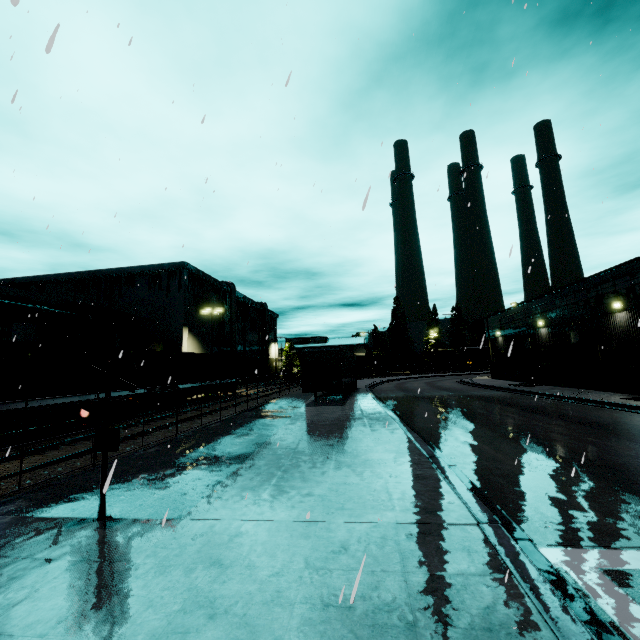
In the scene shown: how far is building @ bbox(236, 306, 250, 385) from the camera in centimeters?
5474cm

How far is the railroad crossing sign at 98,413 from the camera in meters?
5.9

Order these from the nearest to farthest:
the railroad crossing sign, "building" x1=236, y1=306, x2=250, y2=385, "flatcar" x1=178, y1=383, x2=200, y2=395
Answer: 1. the railroad crossing sign
2. "flatcar" x1=178, y1=383, x2=200, y2=395
3. "building" x1=236, y1=306, x2=250, y2=385

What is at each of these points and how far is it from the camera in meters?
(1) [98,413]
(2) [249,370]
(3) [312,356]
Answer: (1) railroad crossing sign, 6.2 m
(2) building, 59.3 m
(3) semi trailer, 21.3 m

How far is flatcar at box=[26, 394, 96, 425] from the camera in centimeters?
1290cm

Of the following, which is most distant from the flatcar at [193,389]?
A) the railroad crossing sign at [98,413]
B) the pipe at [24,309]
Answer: the railroad crossing sign at [98,413]

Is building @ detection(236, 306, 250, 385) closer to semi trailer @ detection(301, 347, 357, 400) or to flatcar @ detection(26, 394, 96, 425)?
semi trailer @ detection(301, 347, 357, 400)

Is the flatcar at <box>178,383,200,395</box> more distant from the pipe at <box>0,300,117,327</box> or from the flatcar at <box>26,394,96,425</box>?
the pipe at <box>0,300,117,327</box>
